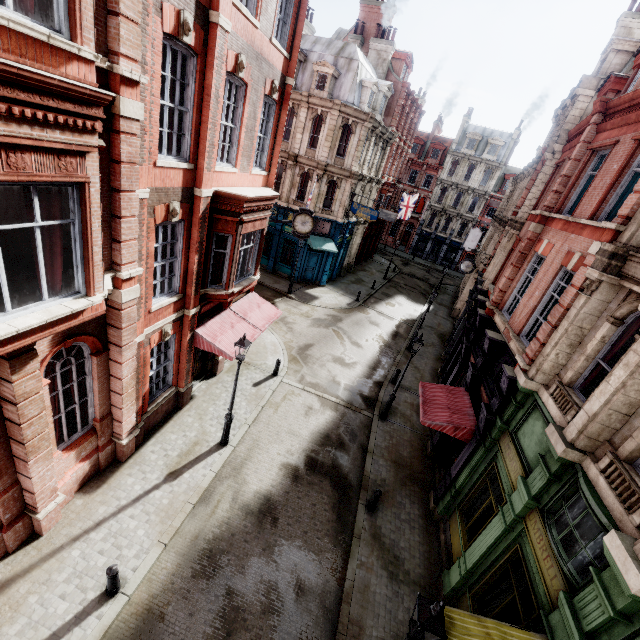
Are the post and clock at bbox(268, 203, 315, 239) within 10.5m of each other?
no

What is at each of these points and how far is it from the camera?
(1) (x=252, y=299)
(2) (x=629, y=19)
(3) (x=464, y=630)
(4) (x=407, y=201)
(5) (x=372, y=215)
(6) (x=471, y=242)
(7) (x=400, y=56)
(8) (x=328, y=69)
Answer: (1) awning, 15.59m
(2) chimney, 21.05m
(3) awning, 5.73m
(4) flag, 38.50m
(5) sign, 25.03m
(6) sign, 33.75m
(7) roof window, 29.78m
(8) roof window, 23.11m

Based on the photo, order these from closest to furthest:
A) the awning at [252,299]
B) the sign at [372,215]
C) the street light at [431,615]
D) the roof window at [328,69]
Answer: the street light at [431,615] → the awning at [252,299] → the roof window at [328,69] → the sign at [372,215]

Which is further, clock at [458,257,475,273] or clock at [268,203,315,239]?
clock at [458,257,475,273]

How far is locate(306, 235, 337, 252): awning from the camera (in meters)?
26.30

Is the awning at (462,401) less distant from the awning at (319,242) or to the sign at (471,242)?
the awning at (319,242)

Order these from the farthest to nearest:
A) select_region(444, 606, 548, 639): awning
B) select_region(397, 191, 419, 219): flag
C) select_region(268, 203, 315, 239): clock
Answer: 1. select_region(397, 191, 419, 219): flag
2. select_region(268, 203, 315, 239): clock
3. select_region(444, 606, 548, 639): awning

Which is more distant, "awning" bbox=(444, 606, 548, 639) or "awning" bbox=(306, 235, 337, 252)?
"awning" bbox=(306, 235, 337, 252)
